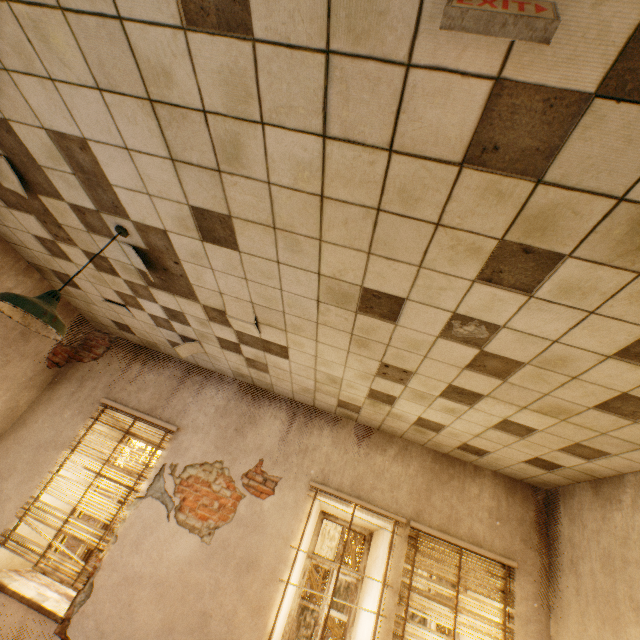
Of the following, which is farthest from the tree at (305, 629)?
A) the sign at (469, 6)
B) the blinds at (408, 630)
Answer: the sign at (469, 6)

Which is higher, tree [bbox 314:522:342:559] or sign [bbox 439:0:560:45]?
sign [bbox 439:0:560:45]

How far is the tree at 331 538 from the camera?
7.9 meters

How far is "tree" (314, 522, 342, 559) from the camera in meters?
7.9

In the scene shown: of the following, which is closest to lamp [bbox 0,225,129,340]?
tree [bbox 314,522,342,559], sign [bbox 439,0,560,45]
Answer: sign [bbox 439,0,560,45]

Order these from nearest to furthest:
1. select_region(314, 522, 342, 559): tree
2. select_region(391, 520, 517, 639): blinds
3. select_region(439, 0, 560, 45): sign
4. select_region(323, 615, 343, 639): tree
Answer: select_region(439, 0, 560, 45): sign → select_region(391, 520, 517, 639): blinds → select_region(323, 615, 343, 639): tree → select_region(314, 522, 342, 559): tree

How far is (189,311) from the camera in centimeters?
371cm

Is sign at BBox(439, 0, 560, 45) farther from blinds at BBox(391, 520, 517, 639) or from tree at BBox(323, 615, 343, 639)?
tree at BBox(323, 615, 343, 639)
